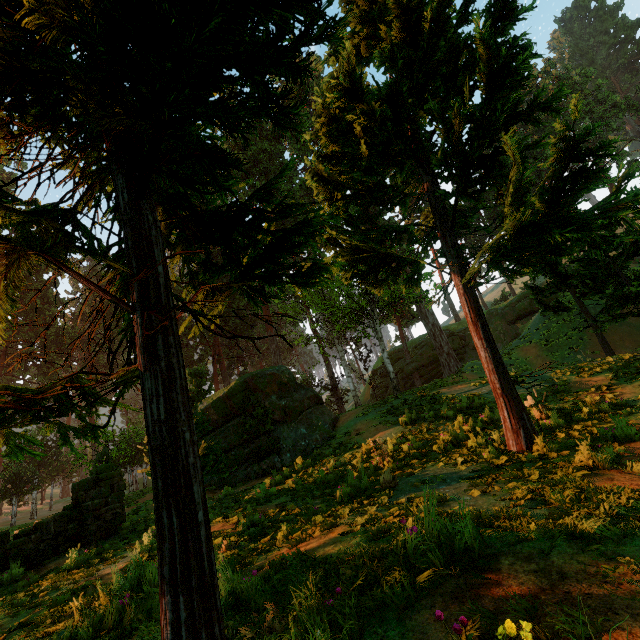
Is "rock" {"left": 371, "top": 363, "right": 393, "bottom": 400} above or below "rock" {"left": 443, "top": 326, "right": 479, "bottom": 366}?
below

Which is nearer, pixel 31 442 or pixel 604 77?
pixel 31 442

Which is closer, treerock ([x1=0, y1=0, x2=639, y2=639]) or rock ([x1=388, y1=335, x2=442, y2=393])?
treerock ([x1=0, y1=0, x2=639, y2=639])

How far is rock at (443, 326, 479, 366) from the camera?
39.9m

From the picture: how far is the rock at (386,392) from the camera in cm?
4316

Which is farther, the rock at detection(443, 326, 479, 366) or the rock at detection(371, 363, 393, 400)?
the rock at detection(371, 363, 393, 400)

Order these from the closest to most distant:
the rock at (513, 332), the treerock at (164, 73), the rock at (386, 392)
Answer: the treerock at (164, 73) < the rock at (513, 332) < the rock at (386, 392)
